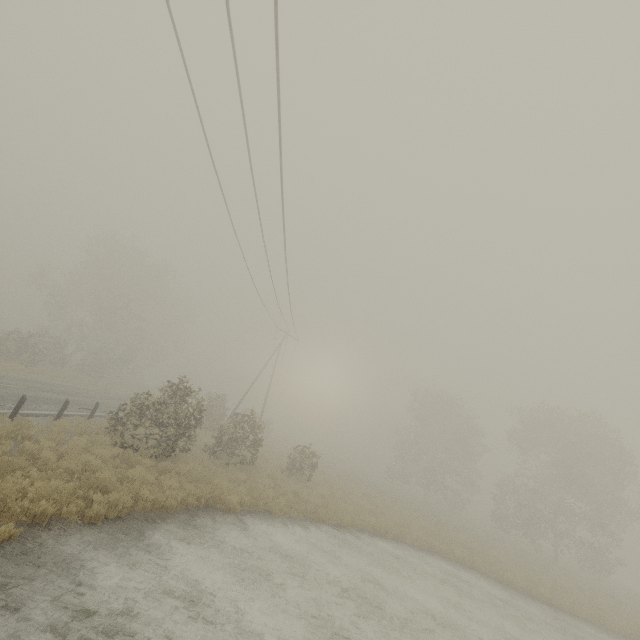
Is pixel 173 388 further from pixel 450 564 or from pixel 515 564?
pixel 515 564
